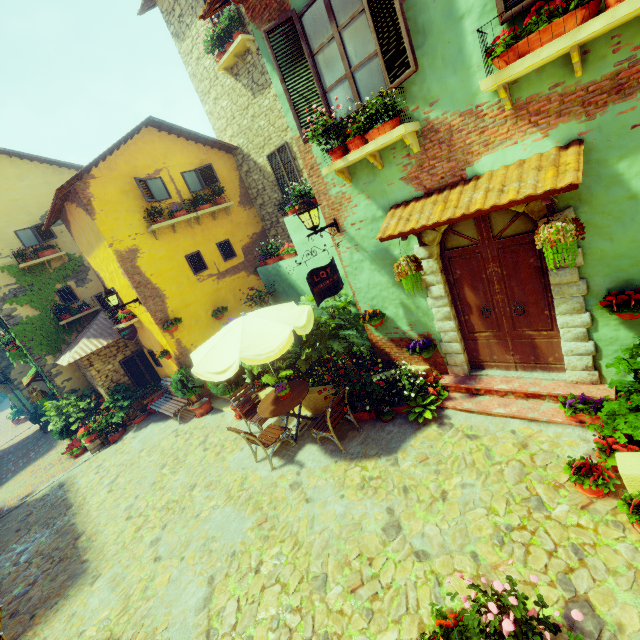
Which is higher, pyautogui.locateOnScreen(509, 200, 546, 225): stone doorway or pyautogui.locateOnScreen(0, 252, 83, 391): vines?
pyautogui.locateOnScreen(0, 252, 83, 391): vines

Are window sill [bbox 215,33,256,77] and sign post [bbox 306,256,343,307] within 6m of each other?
no

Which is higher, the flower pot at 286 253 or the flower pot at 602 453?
the flower pot at 286 253

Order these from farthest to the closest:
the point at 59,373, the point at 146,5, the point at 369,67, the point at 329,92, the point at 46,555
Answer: the point at 59,373, the point at 146,5, the point at 46,555, the point at 329,92, the point at 369,67

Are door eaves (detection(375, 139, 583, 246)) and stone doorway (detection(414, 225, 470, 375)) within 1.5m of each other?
yes

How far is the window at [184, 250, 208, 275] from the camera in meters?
10.6 m

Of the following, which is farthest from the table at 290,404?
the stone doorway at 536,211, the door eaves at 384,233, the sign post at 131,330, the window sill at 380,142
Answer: the sign post at 131,330

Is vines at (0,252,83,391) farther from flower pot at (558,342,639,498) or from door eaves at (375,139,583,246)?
flower pot at (558,342,639,498)
